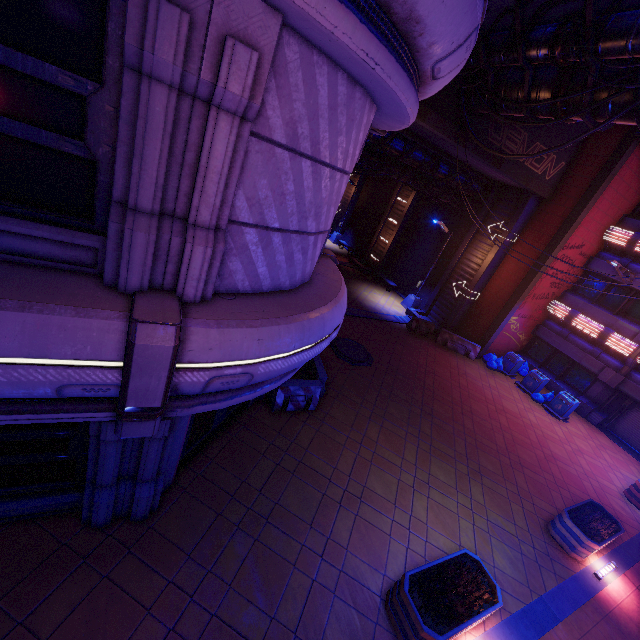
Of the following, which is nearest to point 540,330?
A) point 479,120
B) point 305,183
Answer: point 479,120

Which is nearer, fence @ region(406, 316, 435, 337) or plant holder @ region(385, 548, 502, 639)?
plant holder @ region(385, 548, 502, 639)

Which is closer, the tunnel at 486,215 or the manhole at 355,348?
the manhole at 355,348

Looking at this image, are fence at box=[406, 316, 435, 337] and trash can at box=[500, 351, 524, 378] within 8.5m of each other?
yes

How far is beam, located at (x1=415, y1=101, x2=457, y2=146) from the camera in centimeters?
1188cm

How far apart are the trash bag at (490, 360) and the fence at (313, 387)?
11.9 meters

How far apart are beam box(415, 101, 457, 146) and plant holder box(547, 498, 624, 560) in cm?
1333

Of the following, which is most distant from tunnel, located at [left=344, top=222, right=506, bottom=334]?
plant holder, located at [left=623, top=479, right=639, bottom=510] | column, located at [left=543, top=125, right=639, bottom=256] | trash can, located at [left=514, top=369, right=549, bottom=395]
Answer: plant holder, located at [left=623, top=479, right=639, bottom=510]
